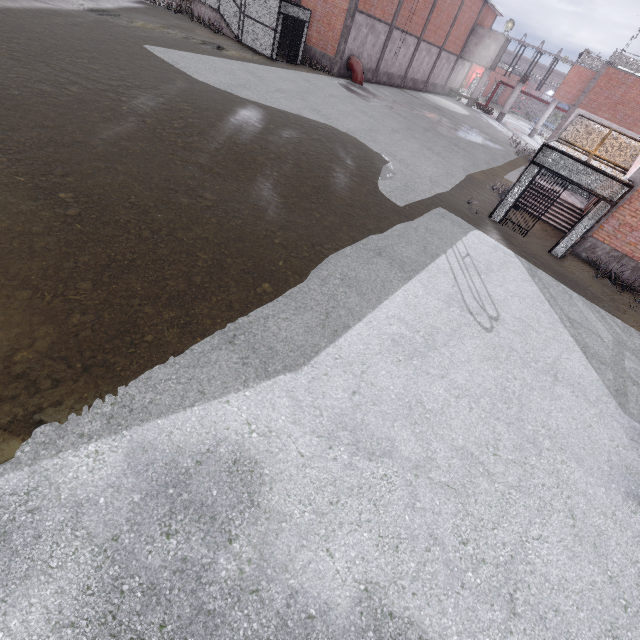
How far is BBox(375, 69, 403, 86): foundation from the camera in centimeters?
2966cm

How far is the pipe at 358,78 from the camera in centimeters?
2514cm

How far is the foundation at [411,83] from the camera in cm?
3375

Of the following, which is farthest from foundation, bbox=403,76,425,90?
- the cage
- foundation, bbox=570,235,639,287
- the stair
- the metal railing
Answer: foundation, bbox=570,235,639,287

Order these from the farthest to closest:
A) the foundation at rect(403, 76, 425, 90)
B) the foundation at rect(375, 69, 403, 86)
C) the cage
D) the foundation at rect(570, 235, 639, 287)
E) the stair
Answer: the foundation at rect(403, 76, 425, 90) → the foundation at rect(375, 69, 403, 86) → the stair → the foundation at rect(570, 235, 639, 287) → the cage

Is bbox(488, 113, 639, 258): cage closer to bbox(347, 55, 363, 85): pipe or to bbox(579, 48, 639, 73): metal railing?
bbox(579, 48, 639, 73): metal railing

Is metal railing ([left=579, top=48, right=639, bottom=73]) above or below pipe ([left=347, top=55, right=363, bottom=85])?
above

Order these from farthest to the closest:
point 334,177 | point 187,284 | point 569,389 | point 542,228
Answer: point 542,228, point 334,177, point 569,389, point 187,284
